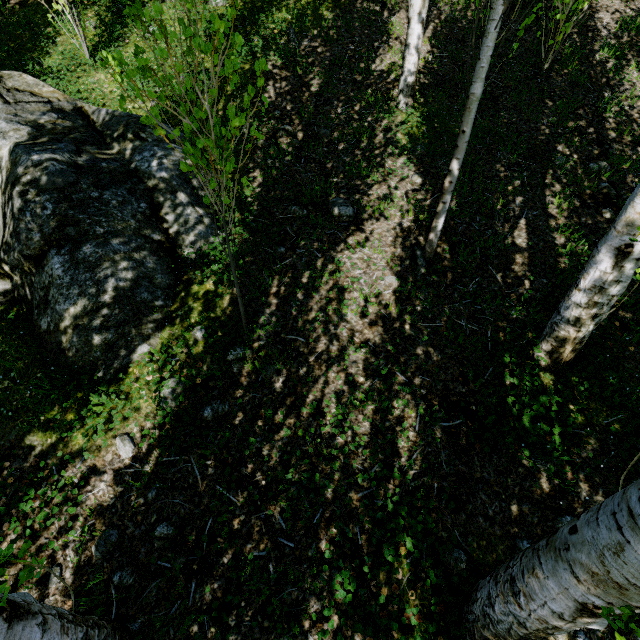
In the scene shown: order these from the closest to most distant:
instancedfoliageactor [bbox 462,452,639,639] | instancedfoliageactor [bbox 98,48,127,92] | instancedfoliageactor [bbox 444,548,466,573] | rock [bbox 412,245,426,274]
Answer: instancedfoliageactor [bbox 462,452,639,639], instancedfoliageactor [bbox 98,48,127,92], instancedfoliageactor [bbox 444,548,466,573], rock [bbox 412,245,426,274]

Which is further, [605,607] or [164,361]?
[164,361]

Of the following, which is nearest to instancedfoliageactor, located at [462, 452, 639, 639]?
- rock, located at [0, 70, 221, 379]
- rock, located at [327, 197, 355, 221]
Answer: rock, located at [0, 70, 221, 379]

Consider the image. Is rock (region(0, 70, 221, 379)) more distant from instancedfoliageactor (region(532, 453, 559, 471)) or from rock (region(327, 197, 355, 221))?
rock (region(327, 197, 355, 221))

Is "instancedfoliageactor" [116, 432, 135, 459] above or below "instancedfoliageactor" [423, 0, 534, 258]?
below

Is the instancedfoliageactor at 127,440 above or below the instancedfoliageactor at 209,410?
below

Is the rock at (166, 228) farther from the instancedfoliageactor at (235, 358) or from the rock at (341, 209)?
the rock at (341, 209)

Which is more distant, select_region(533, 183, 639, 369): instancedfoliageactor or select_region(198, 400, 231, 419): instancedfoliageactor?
select_region(198, 400, 231, 419): instancedfoliageactor
